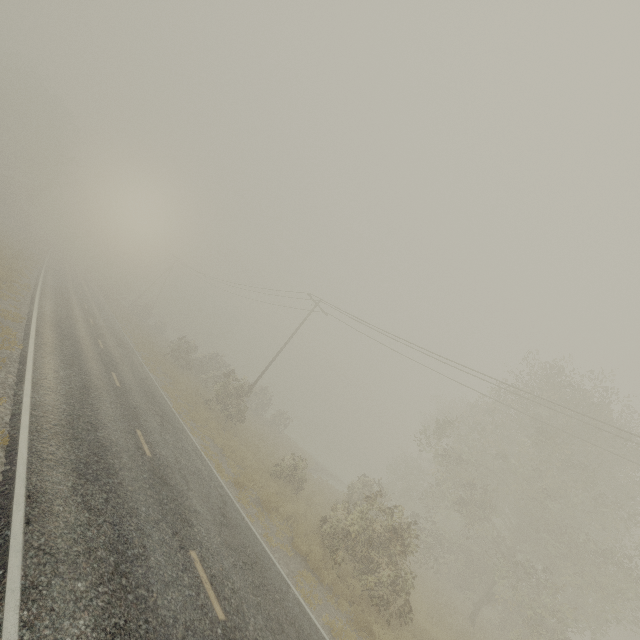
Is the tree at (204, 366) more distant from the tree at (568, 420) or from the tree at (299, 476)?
the tree at (568, 420)

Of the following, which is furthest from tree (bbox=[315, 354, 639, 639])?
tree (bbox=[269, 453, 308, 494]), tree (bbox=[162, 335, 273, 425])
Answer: tree (bbox=[162, 335, 273, 425])

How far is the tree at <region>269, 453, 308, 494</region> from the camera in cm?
1830

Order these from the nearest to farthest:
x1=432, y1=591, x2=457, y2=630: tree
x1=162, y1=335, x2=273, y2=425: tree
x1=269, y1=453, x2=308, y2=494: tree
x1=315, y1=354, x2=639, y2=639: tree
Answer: x1=315, y1=354, x2=639, y2=639: tree → x1=432, y1=591, x2=457, y2=630: tree → x1=269, y1=453, x2=308, y2=494: tree → x1=162, y1=335, x2=273, y2=425: tree

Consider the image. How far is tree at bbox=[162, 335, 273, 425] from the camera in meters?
24.1

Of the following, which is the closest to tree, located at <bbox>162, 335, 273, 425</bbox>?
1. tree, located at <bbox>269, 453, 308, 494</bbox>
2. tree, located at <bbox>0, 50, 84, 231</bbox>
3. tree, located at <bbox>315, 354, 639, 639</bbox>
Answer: tree, located at <bbox>269, 453, 308, 494</bbox>

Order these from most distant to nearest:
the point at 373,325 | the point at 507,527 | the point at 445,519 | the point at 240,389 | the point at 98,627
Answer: the point at 445,519 → the point at 240,389 → the point at 373,325 → the point at 507,527 → the point at 98,627

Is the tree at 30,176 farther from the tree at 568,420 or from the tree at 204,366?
the tree at 568,420
